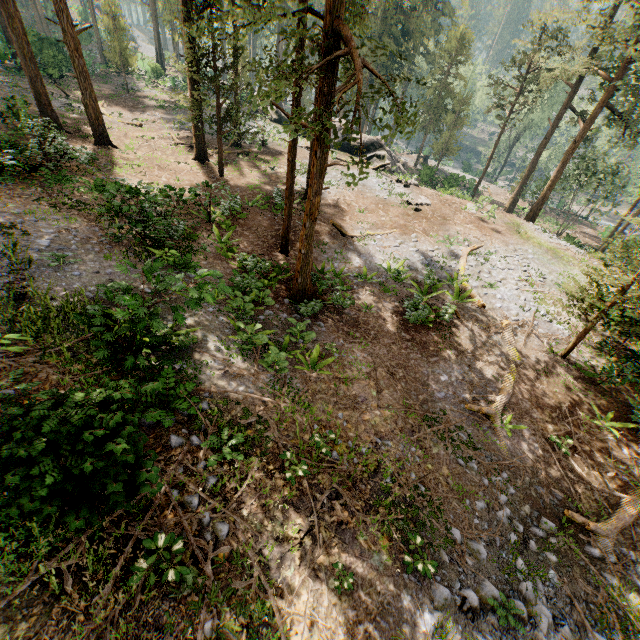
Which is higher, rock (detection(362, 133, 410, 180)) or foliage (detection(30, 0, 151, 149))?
foliage (detection(30, 0, 151, 149))

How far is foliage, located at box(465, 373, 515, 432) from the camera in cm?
1086

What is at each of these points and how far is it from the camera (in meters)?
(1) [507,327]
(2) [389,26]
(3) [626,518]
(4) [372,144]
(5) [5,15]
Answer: (1) foliage, 14.77
(2) foliage, 40.47
(3) foliage, 9.19
(4) rock, 32.00
(5) foliage, 17.53

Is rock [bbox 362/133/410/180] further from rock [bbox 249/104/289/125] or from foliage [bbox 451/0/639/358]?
foliage [bbox 451/0/639/358]

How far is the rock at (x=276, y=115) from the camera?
36.3m

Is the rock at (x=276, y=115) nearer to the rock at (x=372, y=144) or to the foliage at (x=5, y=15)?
the rock at (x=372, y=144)
